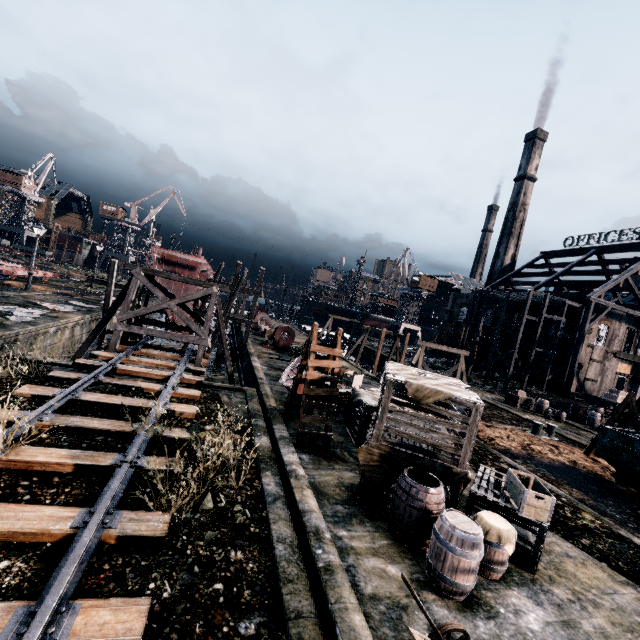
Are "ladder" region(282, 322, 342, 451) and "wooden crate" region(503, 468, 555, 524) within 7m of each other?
yes

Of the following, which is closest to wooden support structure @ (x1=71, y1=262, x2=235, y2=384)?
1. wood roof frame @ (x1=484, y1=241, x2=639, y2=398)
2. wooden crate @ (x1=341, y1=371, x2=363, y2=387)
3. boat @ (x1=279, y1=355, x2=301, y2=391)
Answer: boat @ (x1=279, y1=355, x2=301, y2=391)

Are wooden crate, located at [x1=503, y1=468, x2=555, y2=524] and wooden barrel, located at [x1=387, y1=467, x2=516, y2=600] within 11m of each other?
yes

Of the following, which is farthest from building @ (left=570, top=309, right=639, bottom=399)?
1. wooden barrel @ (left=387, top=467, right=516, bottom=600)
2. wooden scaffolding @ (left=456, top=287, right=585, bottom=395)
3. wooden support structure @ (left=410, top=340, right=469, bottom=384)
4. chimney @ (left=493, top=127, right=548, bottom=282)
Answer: chimney @ (left=493, top=127, right=548, bottom=282)

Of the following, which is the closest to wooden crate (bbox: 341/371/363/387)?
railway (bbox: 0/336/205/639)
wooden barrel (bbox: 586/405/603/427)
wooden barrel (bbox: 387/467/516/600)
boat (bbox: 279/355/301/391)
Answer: boat (bbox: 279/355/301/391)

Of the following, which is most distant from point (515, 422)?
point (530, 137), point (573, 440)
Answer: point (530, 137)

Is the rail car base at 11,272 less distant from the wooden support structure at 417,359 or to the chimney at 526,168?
the wooden support structure at 417,359

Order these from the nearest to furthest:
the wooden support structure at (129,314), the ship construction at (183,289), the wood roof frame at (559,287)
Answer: the wooden support structure at (129,314) → the ship construction at (183,289) → the wood roof frame at (559,287)
